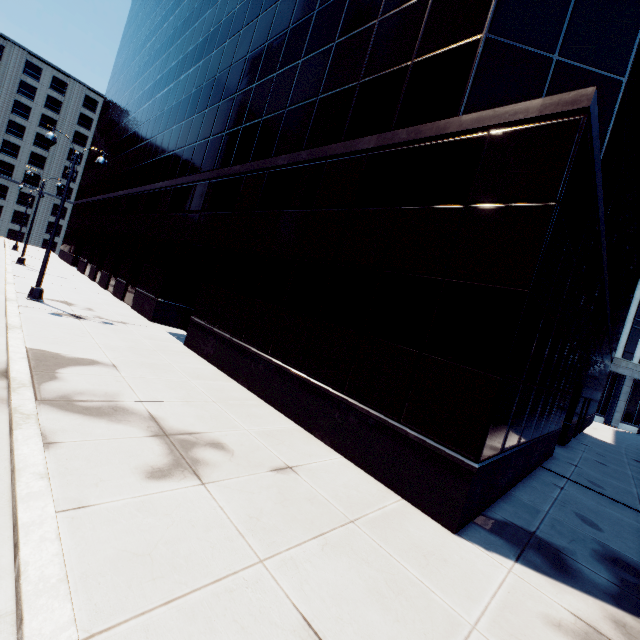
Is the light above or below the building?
below

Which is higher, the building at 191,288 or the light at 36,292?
the building at 191,288

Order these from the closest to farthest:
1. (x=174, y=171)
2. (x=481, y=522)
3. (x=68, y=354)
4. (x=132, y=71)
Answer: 1. (x=481, y=522)
2. (x=68, y=354)
3. (x=174, y=171)
4. (x=132, y=71)

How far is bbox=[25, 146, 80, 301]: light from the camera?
14.3m

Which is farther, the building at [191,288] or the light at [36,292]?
the light at [36,292]

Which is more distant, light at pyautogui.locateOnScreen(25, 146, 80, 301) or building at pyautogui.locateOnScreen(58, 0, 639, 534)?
light at pyautogui.locateOnScreen(25, 146, 80, 301)
